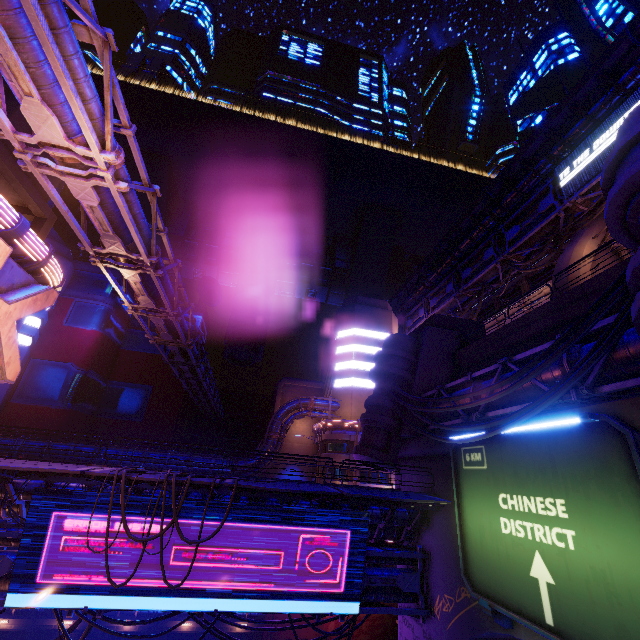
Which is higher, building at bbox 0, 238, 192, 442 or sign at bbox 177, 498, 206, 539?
building at bbox 0, 238, 192, 442

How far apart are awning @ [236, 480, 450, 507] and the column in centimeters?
1647cm

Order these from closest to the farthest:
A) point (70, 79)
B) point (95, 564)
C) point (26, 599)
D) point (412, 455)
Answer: point (70, 79) → point (26, 599) → point (95, 564) → point (412, 455)

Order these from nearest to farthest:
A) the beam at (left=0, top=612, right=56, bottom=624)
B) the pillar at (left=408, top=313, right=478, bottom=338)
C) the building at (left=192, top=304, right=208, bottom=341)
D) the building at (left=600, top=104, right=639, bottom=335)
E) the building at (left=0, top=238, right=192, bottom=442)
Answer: the building at (left=600, top=104, right=639, bottom=335)
the pillar at (left=408, top=313, right=478, bottom=338)
the beam at (left=0, top=612, right=56, bottom=624)
the building at (left=0, top=238, right=192, bottom=442)
the building at (left=192, top=304, right=208, bottom=341)

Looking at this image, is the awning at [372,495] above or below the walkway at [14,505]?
above

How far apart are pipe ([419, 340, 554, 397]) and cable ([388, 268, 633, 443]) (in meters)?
1.00

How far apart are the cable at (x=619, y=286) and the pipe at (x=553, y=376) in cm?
100
